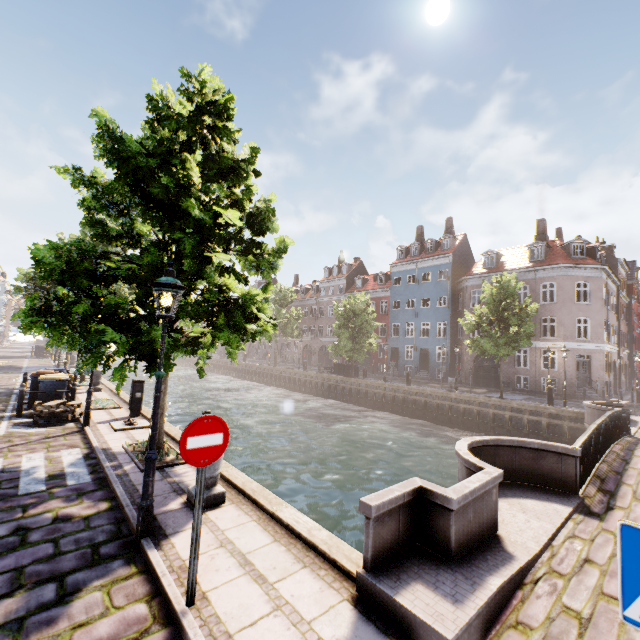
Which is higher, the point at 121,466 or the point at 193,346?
the point at 193,346

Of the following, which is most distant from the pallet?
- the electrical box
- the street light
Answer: the street light

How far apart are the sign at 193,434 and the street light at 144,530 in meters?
1.5 m

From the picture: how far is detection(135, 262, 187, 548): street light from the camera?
4.4 meters

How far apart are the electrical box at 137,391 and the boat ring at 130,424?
0.78m

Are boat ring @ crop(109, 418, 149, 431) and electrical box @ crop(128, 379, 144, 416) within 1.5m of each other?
yes

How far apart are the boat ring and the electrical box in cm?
78

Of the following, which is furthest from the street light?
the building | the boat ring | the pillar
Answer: the building
